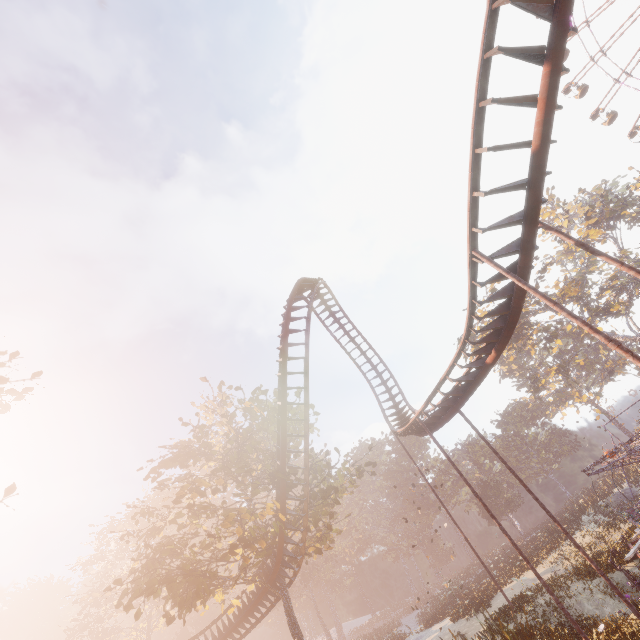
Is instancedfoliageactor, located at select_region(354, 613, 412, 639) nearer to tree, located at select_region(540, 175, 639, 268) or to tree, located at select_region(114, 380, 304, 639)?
tree, located at select_region(114, 380, 304, 639)

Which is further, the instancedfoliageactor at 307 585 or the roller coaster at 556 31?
the instancedfoliageactor at 307 585

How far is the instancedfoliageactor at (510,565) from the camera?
26.0m

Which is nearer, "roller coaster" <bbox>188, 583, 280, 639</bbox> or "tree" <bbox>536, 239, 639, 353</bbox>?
"roller coaster" <bbox>188, 583, 280, 639</bbox>

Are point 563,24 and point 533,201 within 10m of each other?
yes

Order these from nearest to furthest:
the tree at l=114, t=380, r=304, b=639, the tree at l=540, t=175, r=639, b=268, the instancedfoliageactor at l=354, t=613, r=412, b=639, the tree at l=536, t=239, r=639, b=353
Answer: the tree at l=114, t=380, r=304, b=639 → the instancedfoliageactor at l=354, t=613, r=412, b=639 → the tree at l=536, t=239, r=639, b=353 → the tree at l=540, t=175, r=639, b=268

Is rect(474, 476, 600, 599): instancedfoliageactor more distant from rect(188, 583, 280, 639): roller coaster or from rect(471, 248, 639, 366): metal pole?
rect(471, 248, 639, 366): metal pole

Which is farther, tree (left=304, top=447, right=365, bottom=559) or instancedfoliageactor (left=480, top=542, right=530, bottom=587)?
instancedfoliageactor (left=480, top=542, right=530, bottom=587)
